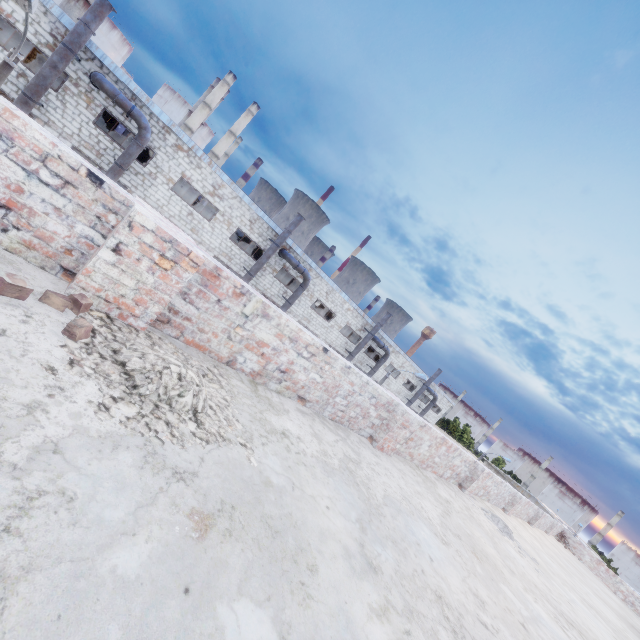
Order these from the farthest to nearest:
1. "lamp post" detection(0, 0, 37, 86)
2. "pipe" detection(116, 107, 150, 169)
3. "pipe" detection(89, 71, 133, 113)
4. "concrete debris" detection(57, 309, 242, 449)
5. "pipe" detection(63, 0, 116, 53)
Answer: "pipe" detection(116, 107, 150, 169) → "pipe" detection(89, 71, 133, 113) → "pipe" detection(63, 0, 116, 53) → "lamp post" detection(0, 0, 37, 86) → "concrete debris" detection(57, 309, 242, 449)

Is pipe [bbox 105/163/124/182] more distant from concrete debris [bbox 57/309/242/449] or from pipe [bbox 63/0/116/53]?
concrete debris [bbox 57/309/242/449]

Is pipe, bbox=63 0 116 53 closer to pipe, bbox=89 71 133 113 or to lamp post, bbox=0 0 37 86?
pipe, bbox=89 71 133 113

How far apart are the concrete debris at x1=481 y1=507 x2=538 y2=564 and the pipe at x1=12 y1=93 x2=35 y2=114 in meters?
23.0

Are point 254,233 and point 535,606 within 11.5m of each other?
no

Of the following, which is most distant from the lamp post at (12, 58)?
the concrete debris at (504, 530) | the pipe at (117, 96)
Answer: the concrete debris at (504, 530)

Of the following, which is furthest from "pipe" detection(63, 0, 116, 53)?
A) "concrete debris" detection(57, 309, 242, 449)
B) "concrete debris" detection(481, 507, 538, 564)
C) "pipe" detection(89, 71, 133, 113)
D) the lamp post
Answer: "concrete debris" detection(481, 507, 538, 564)

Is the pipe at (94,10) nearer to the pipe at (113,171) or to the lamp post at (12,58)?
the pipe at (113,171)
